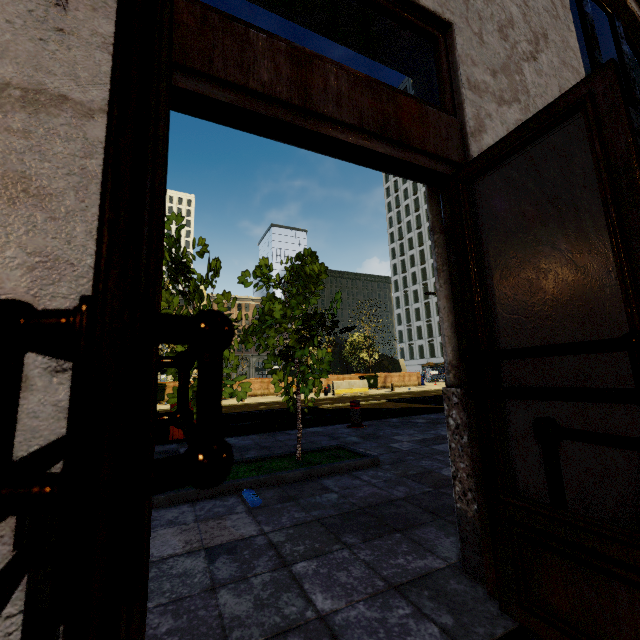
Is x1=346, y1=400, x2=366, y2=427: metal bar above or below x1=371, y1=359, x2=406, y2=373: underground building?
below

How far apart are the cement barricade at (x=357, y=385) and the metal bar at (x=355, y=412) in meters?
11.6

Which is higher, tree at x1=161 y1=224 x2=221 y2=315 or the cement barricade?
tree at x1=161 y1=224 x2=221 y2=315

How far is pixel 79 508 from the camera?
0.3 meters

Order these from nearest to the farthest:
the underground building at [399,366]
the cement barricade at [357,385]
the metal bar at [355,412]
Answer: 1. the metal bar at [355,412]
2. the cement barricade at [357,385]
3. the underground building at [399,366]

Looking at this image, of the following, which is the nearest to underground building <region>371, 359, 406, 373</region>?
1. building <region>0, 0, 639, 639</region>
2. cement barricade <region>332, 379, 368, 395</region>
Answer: cement barricade <region>332, 379, 368, 395</region>

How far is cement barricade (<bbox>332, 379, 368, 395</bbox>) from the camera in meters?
19.0

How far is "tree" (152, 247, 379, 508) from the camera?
3.3m
